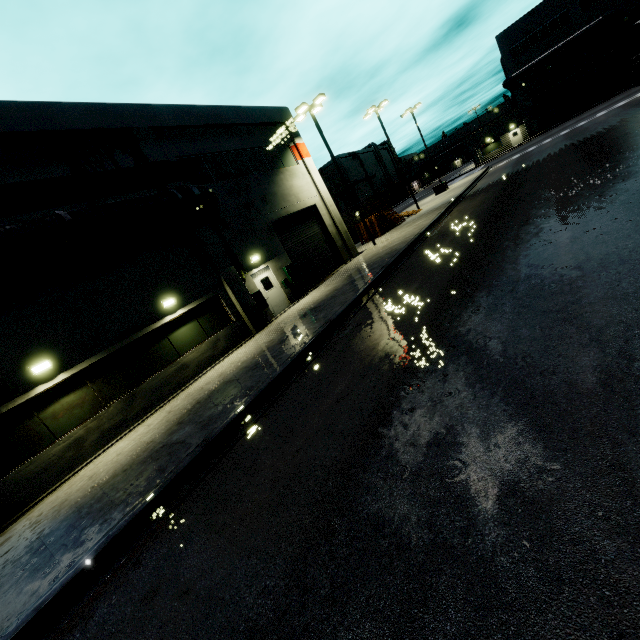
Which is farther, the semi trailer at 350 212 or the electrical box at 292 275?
the semi trailer at 350 212

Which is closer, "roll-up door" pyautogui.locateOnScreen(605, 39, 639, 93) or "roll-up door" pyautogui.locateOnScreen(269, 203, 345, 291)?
"roll-up door" pyautogui.locateOnScreen(269, 203, 345, 291)

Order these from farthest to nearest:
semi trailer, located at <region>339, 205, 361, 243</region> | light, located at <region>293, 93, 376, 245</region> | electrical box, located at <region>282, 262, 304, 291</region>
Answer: semi trailer, located at <region>339, 205, 361, 243</region> → light, located at <region>293, 93, 376, 245</region> → electrical box, located at <region>282, 262, 304, 291</region>

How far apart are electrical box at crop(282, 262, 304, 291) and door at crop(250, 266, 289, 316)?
0.8 meters

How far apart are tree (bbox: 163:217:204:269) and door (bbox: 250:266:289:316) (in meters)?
2.28

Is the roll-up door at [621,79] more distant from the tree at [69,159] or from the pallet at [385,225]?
the tree at [69,159]

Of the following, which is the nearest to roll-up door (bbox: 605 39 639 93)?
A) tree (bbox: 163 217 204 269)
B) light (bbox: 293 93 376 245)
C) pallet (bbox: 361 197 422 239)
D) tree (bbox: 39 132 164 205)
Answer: pallet (bbox: 361 197 422 239)

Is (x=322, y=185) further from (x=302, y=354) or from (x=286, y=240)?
(x=302, y=354)
